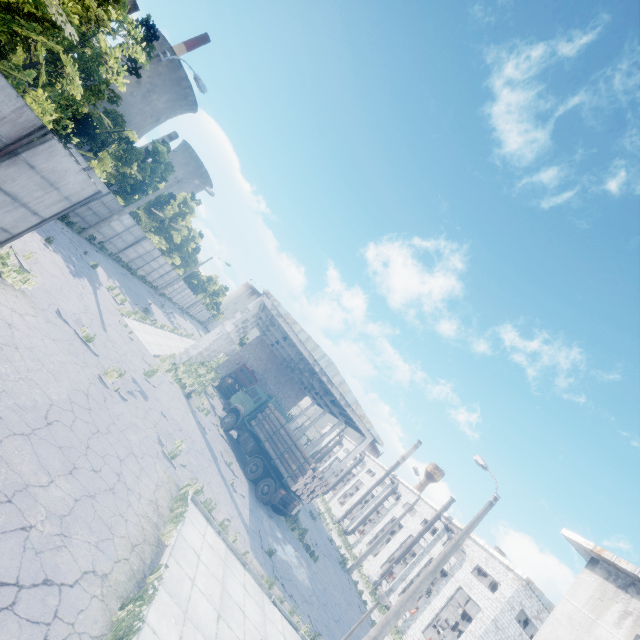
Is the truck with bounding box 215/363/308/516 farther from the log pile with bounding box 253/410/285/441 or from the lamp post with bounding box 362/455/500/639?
the lamp post with bounding box 362/455/500/639

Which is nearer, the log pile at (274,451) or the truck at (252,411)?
the truck at (252,411)

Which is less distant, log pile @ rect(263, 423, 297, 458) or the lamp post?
the lamp post

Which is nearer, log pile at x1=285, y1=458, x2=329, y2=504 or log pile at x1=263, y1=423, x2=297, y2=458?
log pile at x1=285, y1=458, x2=329, y2=504

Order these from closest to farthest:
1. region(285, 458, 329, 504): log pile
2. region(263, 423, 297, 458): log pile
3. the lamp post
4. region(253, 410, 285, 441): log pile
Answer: the lamp post → region(285, 458, 329, 504): log pile → region(263, 423, 297, 458): log pile → region(253, 410, 285, 441): log pile

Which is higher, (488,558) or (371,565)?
(488,558)

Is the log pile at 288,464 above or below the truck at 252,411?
above
